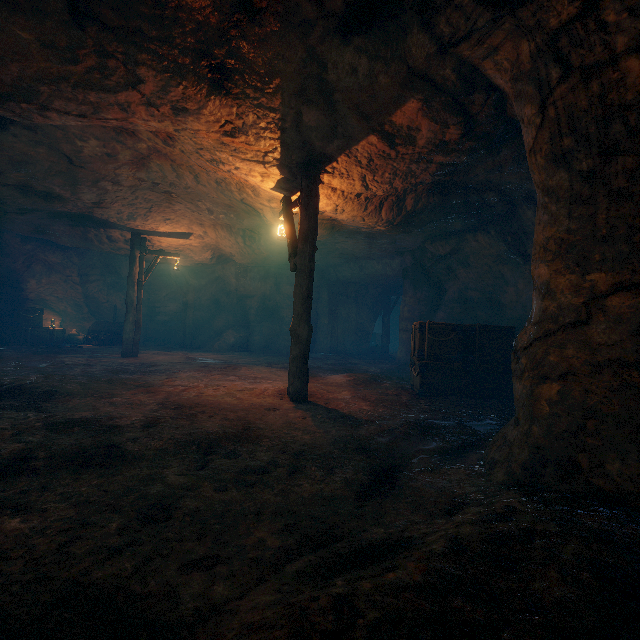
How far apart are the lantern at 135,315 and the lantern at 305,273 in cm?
707

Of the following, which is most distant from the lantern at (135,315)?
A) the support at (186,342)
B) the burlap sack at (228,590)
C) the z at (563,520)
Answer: the z at (563,520)

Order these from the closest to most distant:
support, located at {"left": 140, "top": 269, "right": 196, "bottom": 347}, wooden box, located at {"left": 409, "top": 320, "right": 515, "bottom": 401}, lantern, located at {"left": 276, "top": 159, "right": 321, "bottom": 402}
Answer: lantern, located at {"left": 276, "top": 159, "right": 321, "bottom": 402}, wooden box, located at {"left": 409, "top": 320, "right": 515, "bottom": 401}, support, located at {"left": 140, "top": 269, "right": 196, "bottom": 347}

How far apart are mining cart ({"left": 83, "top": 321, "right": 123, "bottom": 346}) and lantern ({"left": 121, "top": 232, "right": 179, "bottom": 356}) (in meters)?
4.76

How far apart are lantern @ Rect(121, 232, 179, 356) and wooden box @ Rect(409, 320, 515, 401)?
9.48m

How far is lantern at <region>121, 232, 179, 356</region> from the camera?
12.0 meters

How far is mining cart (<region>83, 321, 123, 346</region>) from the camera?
15.9 meters

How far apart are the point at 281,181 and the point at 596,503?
7.3m
